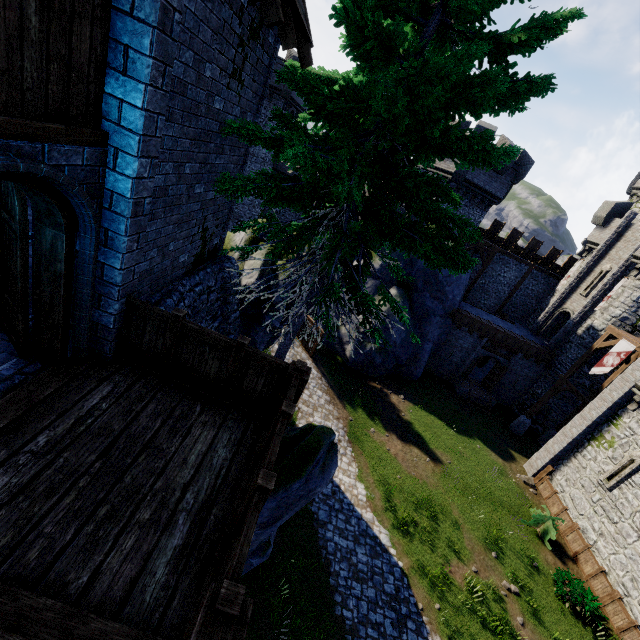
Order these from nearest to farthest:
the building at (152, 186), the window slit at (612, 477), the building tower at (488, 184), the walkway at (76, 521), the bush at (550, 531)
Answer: the walkway at (76, 521)
the building at (152, 186)
the window slit at (612, 477)
the bush at (550, 531)
the building tower at (488, 184)

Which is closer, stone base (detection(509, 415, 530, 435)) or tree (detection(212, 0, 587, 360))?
tree (detection(212, 0, 587, 360))

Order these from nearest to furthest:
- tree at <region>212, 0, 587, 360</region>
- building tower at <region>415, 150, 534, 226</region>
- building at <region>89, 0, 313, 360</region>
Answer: building at <region>89, 0, 313, 360</region>, tree at <region>212, 0, 587, 360</region>, building tower at <region>415, 150, 534, 226</region>

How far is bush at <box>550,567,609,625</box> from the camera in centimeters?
1356cm

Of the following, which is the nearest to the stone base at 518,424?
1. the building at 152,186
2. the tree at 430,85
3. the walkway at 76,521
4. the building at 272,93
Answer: the tree at 430,85

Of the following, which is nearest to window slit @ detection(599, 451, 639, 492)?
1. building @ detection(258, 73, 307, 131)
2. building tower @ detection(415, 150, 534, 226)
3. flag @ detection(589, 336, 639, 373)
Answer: flag @ detection(589, 336, 639, 373)

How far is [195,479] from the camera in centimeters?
397cm
